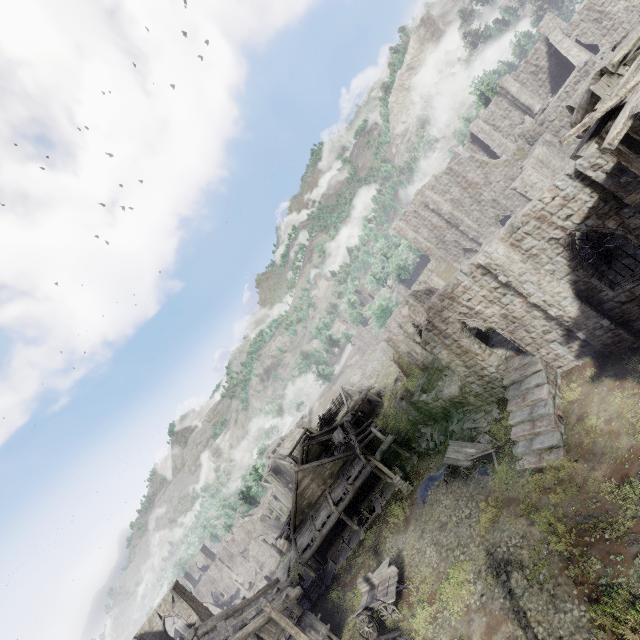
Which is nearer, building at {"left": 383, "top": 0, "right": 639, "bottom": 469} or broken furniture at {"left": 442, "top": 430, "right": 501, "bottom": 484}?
building at {"left": 383, "top": 0, "right": 639, "bottom": 469}

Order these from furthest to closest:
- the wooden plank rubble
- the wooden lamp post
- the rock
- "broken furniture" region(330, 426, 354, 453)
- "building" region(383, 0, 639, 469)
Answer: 1. the wooden plank rubble
2. the rock
3. "broken furniture" region(330, 426, 354, 453)
4. the wooden lamp post
5. "building" region(383, 0, 639, 469)

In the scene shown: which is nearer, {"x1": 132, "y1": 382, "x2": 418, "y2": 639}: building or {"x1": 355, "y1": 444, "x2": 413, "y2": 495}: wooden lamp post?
{"x1": 132, "y1": 382, "x2": 418, "y2": 639}: building

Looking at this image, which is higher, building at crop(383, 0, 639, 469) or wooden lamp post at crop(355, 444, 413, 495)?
building at crop(383, 0, 639, 469)

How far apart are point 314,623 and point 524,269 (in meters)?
22.47

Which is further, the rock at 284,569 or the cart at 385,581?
the rock at 284,569

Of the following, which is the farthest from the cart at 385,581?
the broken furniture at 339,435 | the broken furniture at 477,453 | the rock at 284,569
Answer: the rock at 284,569

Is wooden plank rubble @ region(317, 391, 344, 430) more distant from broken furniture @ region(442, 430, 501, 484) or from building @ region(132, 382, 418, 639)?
broken furniture @ region(442, 430, 501, 484)
